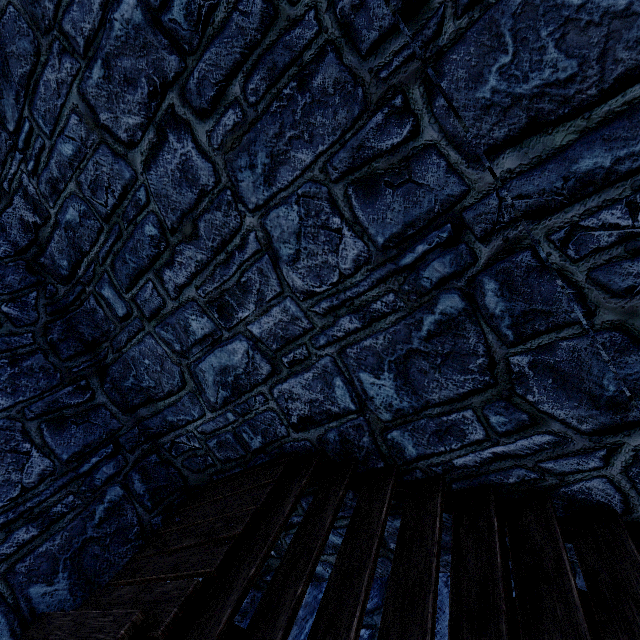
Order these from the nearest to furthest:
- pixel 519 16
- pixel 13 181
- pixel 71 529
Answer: pixel 519 16, pixel 71 529, pixel 13 181
